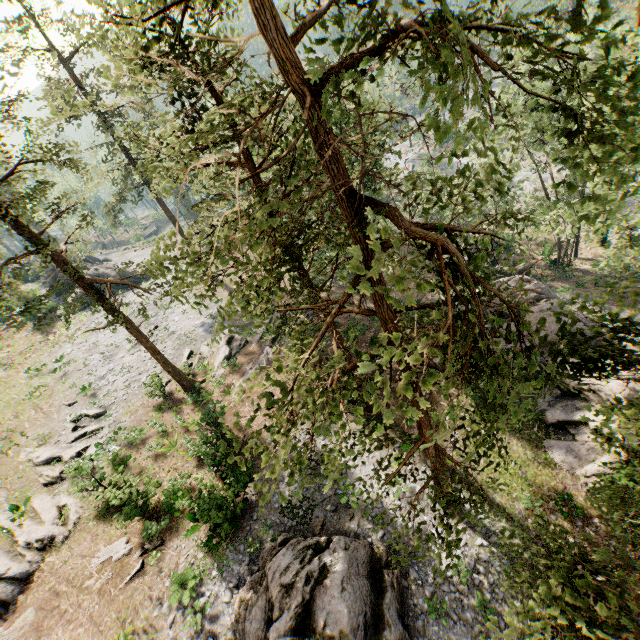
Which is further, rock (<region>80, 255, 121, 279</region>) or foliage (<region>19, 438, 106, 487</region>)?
rock (<region>80, 255, 121, 279</region>)

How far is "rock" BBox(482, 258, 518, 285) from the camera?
24.4 meters

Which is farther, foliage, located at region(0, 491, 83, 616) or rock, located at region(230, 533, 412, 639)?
foliage, located at region(0, 491, 83, 616)

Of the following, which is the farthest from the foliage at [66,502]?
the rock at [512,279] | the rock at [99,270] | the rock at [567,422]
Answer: the rock at [567,422]

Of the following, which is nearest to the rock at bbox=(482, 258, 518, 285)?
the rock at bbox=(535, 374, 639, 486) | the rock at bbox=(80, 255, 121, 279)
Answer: the rock at bbox=(535, 374, 639, 486)

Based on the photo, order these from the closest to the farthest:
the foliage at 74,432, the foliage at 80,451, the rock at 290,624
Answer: the rock at 290,624, the foliage at 80,451, the foliage at 74,432

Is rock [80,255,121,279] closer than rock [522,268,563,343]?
No

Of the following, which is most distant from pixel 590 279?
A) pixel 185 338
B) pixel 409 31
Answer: pixel 185 338
